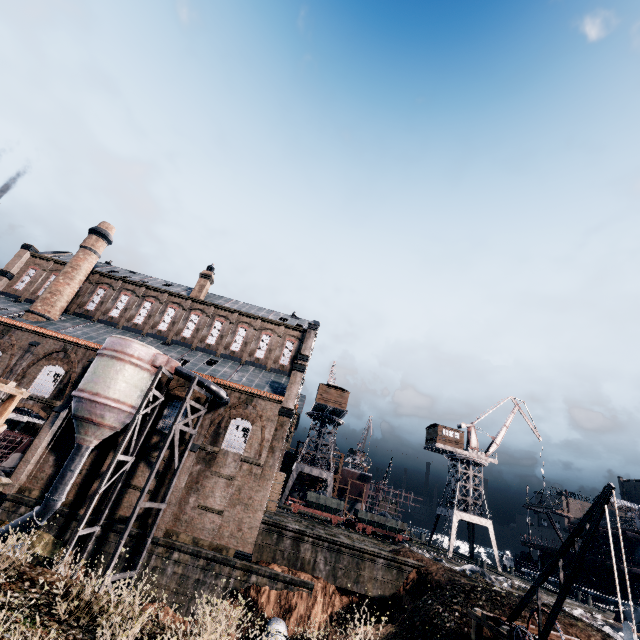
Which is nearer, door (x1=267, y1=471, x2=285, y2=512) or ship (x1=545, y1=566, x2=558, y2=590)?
door (x1=267, y1=471, x2=285, y2=512)

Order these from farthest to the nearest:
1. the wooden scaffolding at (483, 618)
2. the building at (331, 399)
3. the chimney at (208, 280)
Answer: the building at (331, 399)
the chimney at (208, 280)
the wooden scaffolding at (483, 618)

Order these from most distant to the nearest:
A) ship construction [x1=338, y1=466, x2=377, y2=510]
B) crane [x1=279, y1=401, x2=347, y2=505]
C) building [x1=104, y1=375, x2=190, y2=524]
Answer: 1. ship construction [x1=338, y1=466, x2=377, y2=510]
2. crane [x1=279, y1=401, x2=347, y2=505]
3. building [x1=104, y1=375, x2=190, y2=524]

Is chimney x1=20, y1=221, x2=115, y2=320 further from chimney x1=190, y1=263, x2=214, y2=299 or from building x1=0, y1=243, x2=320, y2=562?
chimney x1=190, y1=263, x2=214, y2=299

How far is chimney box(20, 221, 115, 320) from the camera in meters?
34.2 m

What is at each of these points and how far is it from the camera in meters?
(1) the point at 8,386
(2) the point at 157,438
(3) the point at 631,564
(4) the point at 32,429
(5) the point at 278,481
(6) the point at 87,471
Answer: (1) wooden scaffolding, 15.9 m
(2) building, 27.6 m
(3) ship, 35.2 m
(4) wood pile, 29.8 m
(5) door, 35.0 m
(6) building, 26.1 m

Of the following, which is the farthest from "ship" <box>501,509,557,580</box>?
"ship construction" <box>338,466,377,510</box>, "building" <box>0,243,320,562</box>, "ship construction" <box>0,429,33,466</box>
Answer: "ship construction" <box>0,429,33,466</box>

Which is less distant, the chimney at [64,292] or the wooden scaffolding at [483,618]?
the wooden scaffolding at [483,618]
